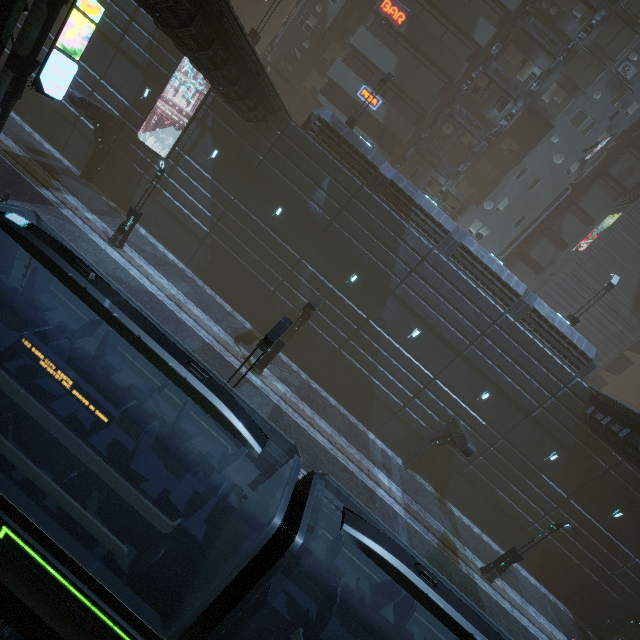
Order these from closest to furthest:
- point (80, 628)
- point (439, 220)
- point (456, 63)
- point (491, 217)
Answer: point (80, 628), point (439, 220), point (456, 63), point (491, 217)

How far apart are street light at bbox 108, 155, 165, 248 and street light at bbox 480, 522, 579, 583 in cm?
2748

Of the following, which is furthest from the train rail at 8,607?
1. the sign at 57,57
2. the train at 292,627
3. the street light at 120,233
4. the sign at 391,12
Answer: the sign at 391,12

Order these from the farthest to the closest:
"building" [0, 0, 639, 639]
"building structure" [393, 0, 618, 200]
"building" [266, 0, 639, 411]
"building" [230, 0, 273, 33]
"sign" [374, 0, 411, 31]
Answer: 1. "building" [230, 0, 273, 33]
2. "sign" [374, 0, 411, 31]
3. "building structure" [393, 0, 618, 200]
4. "building" [266, 0, 639, 411]
5. "building" [0, 0, 639, 639]

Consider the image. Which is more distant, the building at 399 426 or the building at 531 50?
the building at 531 50

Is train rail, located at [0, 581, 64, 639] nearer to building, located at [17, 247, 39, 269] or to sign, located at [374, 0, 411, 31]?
building, located at [17, 247, 39, 269]

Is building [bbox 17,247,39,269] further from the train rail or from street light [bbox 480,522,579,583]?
street light [bbox 480,522,579,583]

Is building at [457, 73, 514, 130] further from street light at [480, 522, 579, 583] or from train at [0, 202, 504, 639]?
street light at [480, 522, 579, 583]
